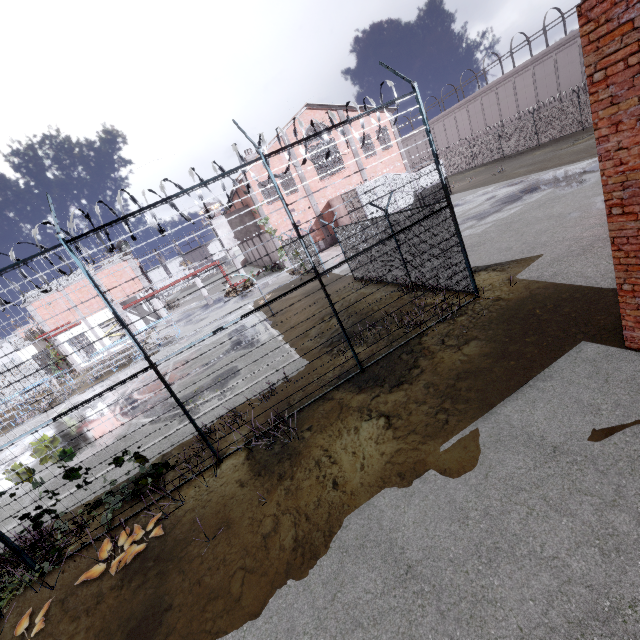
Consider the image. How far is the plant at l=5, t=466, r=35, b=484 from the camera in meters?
6.1

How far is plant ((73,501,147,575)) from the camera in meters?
5.8 m

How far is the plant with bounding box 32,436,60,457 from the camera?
6.3 meters

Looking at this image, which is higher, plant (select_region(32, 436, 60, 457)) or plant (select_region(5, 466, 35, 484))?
plant (select_region(32, 436, 60, 457))

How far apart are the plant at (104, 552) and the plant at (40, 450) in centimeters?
169cm

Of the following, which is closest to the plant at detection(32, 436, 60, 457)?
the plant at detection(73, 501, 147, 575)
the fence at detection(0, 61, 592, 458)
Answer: the fence at detection(0, 61, 592, 458)

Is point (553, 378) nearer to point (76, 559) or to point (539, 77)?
point (76, 559)

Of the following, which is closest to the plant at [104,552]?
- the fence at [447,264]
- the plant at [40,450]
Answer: the fence at [447,264]
